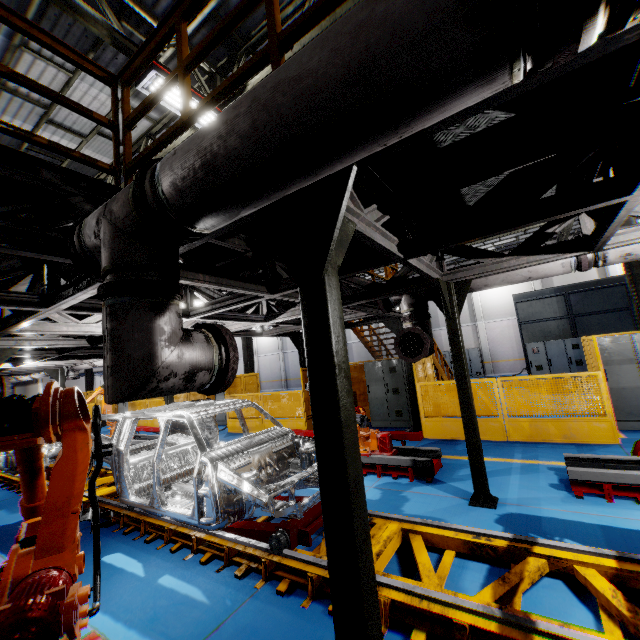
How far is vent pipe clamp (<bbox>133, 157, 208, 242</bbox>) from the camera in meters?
1.9 m

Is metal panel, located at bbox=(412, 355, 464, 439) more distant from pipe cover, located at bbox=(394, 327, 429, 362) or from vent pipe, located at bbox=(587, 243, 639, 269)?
pipe cover, located at bbox=(394, 327, 429, 362)

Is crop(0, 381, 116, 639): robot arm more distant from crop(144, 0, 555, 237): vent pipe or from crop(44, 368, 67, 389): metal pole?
crop(44, 368, 67, 389): metal pole

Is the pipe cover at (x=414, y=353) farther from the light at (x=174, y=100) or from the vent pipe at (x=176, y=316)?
the light at (x=174, y=100)

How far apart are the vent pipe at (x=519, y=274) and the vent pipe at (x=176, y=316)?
3.7m

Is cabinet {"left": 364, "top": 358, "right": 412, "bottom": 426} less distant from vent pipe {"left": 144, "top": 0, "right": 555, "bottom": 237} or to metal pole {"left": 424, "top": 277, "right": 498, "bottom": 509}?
metal pole {"left": 424, "top": 277, "right": 498, "bottom": 509}

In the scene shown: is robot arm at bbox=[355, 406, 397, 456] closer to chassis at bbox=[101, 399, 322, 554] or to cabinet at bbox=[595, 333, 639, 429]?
chassis at bbox=[101, 399, 322, 554]

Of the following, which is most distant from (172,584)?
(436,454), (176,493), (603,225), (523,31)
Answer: (603,225)
